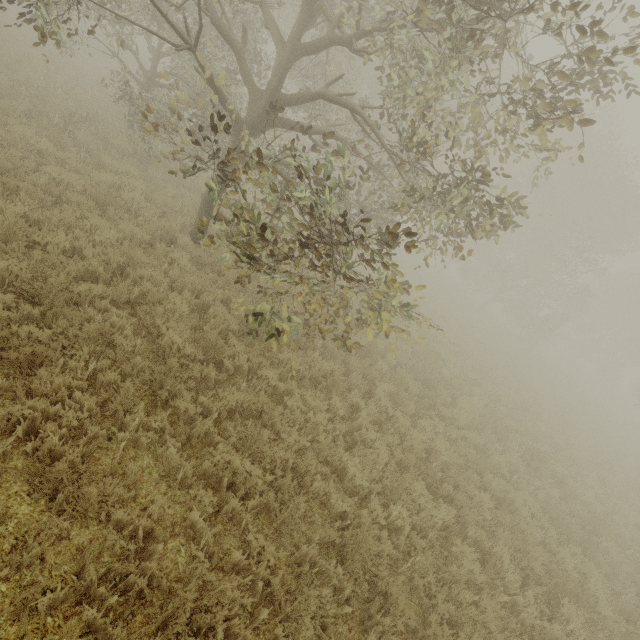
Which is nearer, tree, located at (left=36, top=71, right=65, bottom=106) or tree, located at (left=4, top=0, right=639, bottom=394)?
tree, located at (left=4, top=0, right=639, bottom=394)

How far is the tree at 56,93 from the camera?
11.31m

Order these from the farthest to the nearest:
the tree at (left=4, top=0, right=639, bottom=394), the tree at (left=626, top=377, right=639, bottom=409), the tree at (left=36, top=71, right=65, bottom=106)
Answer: the tree at (left=626, top=377, right=639, bottom=409) → the tree at (left=36, top=71, right=65, bottom=106) → the tree at (left=4, top=0, right=639, bottom=394)

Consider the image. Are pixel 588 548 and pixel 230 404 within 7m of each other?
no

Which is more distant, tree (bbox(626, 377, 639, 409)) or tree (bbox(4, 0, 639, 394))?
tree (bbox(626, 377, 639, 409))

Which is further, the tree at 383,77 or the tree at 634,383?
the tree at 634,383

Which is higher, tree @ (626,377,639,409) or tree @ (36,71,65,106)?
tree @ (626,377,639,409)

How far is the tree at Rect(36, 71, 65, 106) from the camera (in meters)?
11.31
